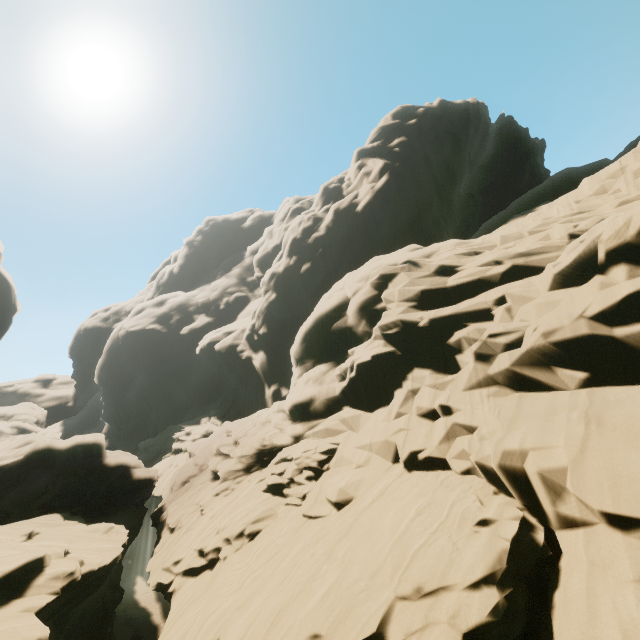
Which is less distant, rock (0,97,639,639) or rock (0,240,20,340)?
rock (0,97,639,639)

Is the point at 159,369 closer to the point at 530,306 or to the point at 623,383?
the point at 530,306

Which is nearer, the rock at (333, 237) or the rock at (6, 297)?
the rock at (333, 237)
